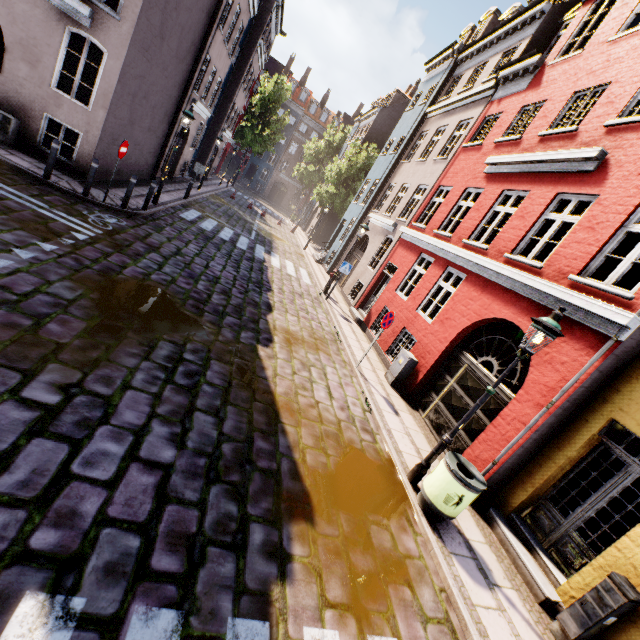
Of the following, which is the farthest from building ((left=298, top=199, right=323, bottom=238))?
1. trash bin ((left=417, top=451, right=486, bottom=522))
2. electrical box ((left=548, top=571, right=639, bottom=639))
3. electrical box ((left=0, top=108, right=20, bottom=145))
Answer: electrical box ((left=0, top=108, right=20, bottom=145))

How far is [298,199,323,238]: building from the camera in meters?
33.2 m

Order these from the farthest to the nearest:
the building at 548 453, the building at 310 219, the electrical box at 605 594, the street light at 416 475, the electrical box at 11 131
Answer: the building at 310 219
the electrical box at 11 131
the building at 548 453
the street light at 416 475
the electrical box at 605 594

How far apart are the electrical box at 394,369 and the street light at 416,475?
3.69m

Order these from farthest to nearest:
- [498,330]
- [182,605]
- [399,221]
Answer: [498,330] < [399,221] < [182,605]

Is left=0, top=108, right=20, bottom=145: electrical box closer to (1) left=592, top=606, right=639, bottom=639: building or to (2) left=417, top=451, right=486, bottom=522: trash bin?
(1) left=592, top=606, right=639, bottom=639: building

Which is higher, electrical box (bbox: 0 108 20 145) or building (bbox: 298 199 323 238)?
building (bbox: 298 199 323 238)

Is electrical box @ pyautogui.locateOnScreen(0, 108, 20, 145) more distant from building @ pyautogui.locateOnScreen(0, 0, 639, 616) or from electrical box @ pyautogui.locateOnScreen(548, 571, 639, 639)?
electrical box @ pyautogui.locateOnScreen(548, 571, 639, 639)
